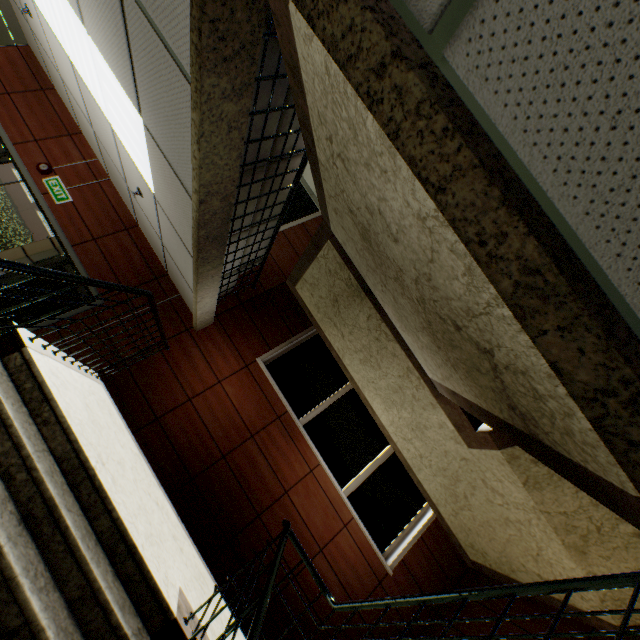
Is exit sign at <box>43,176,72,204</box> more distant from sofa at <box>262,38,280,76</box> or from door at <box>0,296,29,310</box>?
sofa at <box>262,38,280,76</box>

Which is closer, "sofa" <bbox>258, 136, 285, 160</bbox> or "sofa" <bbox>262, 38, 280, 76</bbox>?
"sofa" <bbox>262, 38, 280, 76</bbox>

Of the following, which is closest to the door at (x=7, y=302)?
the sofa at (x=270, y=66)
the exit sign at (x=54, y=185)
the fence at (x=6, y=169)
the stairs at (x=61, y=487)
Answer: the exit sign at (x=54, y=185)

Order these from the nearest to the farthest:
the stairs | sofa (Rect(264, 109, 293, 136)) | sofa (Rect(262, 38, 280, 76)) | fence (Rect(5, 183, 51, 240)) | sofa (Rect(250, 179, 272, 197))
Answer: the stairs < sofa (Rect(262, 38, 280, 76)) < sofa (Rect(264, 109, 293, 136)) < sofa (Rect(250, 179, 272, 197)) < fence (Rect(5, 183, 51, 240))

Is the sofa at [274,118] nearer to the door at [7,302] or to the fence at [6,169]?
the door at [7,302]

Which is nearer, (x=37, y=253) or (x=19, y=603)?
(x=19, y=603)

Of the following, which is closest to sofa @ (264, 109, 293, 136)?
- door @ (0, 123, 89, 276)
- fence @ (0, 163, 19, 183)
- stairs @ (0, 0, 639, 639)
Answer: stairs @ (0, 0, 639, 639)

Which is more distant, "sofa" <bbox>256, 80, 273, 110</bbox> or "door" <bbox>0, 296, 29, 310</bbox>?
"door" <bbox>0, 296, 29, 310</bbox>
